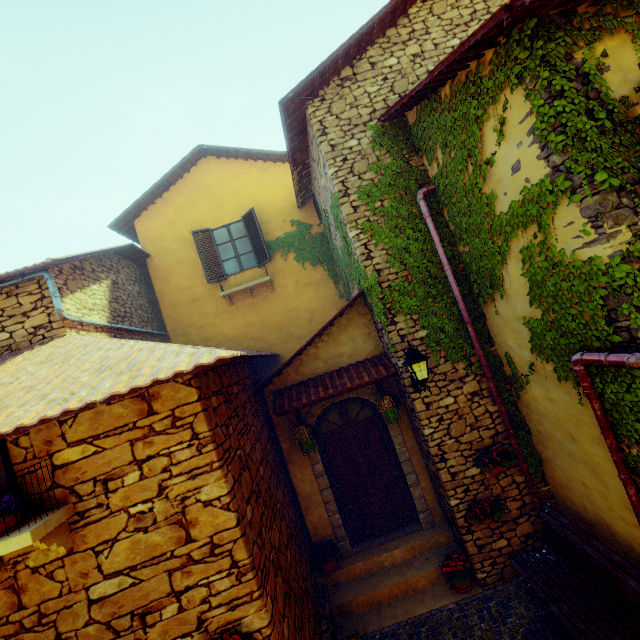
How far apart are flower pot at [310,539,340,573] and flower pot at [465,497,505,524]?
2.6 meters

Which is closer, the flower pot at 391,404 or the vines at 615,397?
the vines at 615,397

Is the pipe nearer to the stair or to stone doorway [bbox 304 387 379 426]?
the stair

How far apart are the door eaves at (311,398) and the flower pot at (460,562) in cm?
326

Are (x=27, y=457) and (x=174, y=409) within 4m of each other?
yes

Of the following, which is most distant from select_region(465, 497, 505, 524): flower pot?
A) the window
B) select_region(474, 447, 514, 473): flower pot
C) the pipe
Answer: the window

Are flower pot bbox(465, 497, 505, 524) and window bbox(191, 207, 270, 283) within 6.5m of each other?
no

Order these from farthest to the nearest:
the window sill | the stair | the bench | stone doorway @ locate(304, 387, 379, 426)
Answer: stone doorway @ locate(304, 387, 379, 426) → the stair → the bench → the window sill
